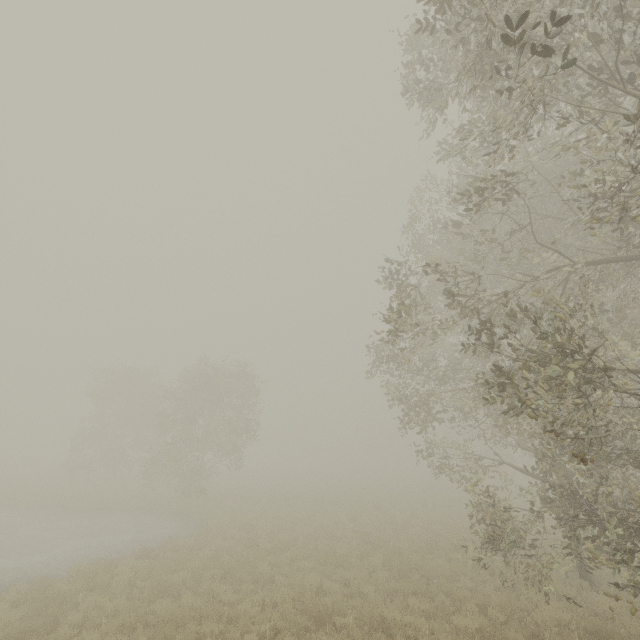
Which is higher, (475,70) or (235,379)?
(475,70)
